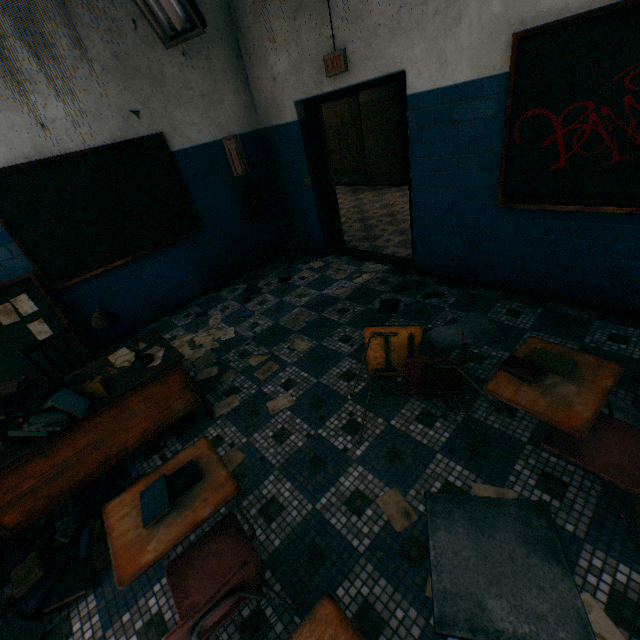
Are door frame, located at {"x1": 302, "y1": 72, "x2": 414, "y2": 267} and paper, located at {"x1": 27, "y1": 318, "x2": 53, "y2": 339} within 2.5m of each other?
no

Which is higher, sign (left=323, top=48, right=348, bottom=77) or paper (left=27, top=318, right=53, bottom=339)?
sign (left=323, top=48, right=348, bottom=77)

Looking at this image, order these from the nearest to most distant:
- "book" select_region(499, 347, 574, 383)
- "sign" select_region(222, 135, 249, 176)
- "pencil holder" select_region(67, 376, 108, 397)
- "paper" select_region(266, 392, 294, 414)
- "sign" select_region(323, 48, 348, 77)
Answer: "book" select_region(499, 347, 574, 383)
"pencil holder" select_region(67, 376, 108, 397)
"paper" select_region(266, 392, 294, 414)
"sign" select_region(323, 48, 348, 77)
"sign" select_region(222, 135, 249, 176)

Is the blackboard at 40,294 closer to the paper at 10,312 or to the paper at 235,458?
the paper at 10,312

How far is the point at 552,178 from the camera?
2.71m

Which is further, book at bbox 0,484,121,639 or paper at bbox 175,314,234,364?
paper at bbox 175,314,234,364

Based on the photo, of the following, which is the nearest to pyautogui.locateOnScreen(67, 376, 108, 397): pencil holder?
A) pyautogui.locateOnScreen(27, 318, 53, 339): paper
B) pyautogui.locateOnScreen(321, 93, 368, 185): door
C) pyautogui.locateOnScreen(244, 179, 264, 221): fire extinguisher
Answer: pyautogui.locateOnScreen(27, 318, 53, 339): paper

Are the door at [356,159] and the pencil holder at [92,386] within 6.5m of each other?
no
